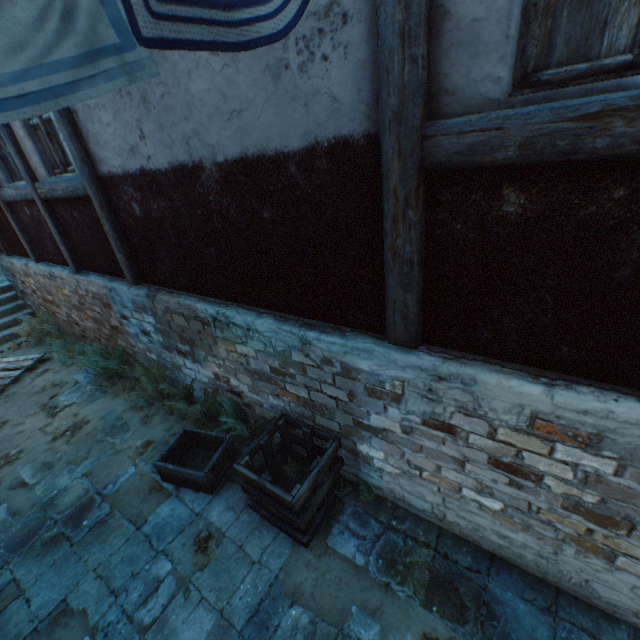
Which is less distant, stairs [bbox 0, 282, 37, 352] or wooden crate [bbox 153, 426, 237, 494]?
wooden crate [bbox 153, 426, 237, 494]

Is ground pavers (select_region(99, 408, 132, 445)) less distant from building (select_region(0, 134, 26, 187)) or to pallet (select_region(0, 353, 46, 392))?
building (select_region(0, 134, 26, 187))

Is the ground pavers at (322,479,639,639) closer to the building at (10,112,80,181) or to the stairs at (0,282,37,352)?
the building at (10,112,80,181)

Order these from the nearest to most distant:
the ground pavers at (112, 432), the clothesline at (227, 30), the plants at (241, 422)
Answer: the clothesline at (227, 30) → the plants at (241, 422) → the ground pavers at (112, 432)

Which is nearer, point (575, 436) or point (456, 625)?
point (575, 436)

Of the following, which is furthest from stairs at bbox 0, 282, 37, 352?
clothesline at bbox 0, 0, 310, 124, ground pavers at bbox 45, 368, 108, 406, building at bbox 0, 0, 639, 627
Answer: clothesline at bbox 0, 0, 310, 124

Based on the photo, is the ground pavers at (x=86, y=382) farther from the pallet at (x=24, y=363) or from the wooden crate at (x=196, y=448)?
the pallet at (x=24, y=363)

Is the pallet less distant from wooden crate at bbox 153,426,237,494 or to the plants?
the plants
